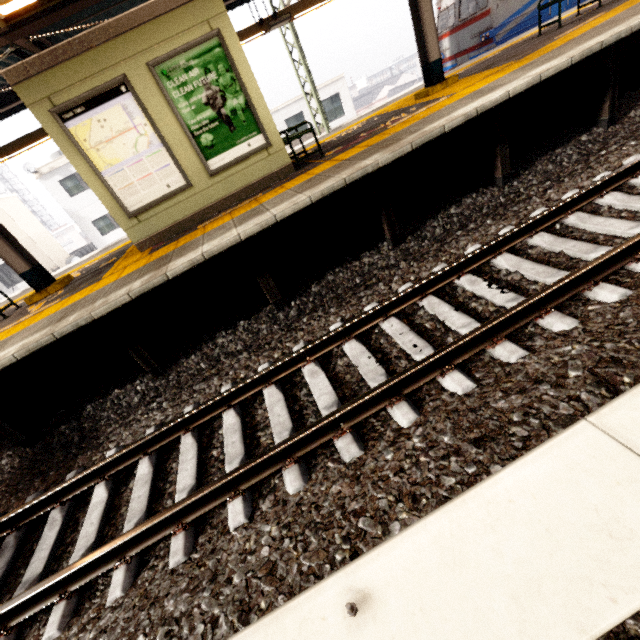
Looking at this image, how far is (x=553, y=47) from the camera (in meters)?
5.58

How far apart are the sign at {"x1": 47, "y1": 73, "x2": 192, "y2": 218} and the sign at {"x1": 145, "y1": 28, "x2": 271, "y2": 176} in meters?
0.3

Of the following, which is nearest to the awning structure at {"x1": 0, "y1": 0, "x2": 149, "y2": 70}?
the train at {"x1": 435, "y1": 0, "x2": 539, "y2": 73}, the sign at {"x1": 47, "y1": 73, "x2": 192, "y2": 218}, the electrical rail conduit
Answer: the train at {"x1": 435, "y1": 0, "x2": 539, "y2": 73}

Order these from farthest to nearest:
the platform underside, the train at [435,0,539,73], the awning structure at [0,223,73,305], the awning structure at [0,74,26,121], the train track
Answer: the train at [435,0,539,73] < the awning structure at [0,74,26,121] < the awning structure at [0,223,73,305] < the platform underside < the train track

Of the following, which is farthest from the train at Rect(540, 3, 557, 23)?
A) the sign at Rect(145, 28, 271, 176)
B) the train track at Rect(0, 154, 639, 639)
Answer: the sign at Rect(145, 28, 271, 176)

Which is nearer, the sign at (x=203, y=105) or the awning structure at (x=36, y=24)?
the awning structure at (x=36, y=24)

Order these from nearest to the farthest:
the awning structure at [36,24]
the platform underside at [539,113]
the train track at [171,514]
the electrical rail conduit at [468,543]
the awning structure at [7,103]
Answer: the electrical rail conduit at [468,543]
the train track at [171,514]
the awning structure at [36,24]
the platform underside at [539,113]
the awning structure at [7,103]

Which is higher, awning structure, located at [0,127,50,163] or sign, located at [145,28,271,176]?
awning structure, located at [0,127,50,163]
